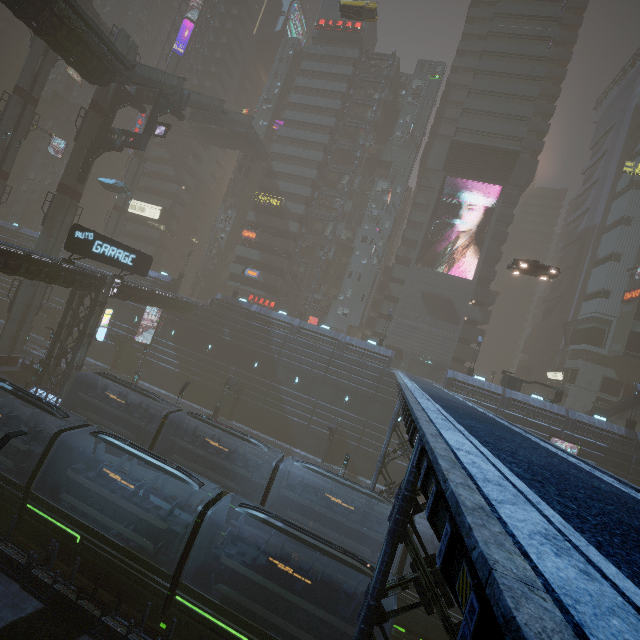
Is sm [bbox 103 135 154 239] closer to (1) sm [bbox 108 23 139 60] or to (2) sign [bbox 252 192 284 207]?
(1) sm [bbox 108 23 139 60]

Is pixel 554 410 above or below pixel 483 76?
below

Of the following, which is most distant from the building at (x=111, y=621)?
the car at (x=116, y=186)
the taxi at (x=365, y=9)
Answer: the taxi at (x=365, y=9)

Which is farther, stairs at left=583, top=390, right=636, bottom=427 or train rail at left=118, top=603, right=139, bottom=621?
stairs at left=583, top=390, right=636, bottom=427

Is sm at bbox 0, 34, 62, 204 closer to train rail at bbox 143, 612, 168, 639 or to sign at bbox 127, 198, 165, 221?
sign at bbox 127, 198, 165, 221

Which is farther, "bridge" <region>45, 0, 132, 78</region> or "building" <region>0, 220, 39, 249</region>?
"building" <region>0, 220, 39, 249</region>

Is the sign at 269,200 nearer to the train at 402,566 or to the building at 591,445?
the building at 591,445

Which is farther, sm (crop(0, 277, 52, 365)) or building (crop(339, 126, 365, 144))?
building (crop(339, 126, 365, 144))
